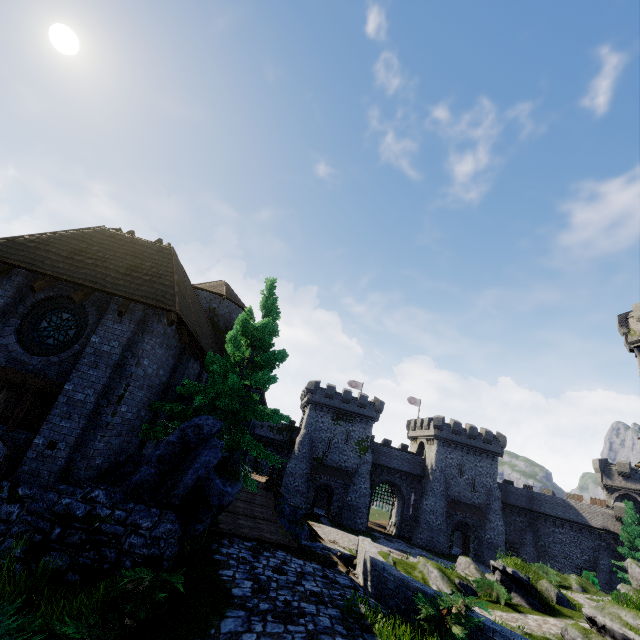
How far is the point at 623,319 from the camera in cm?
3219

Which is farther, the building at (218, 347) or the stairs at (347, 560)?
the stairs at (347, 560)

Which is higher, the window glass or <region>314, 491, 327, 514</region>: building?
the window glass

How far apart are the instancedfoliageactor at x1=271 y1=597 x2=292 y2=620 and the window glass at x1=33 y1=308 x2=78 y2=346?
9.41m

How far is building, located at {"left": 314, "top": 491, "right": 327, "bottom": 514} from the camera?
47.46m

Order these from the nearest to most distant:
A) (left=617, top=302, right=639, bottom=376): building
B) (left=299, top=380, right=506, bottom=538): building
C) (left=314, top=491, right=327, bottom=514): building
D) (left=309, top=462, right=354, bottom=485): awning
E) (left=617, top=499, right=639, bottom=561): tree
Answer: (left=617, top=302, right=639, bottom=376): building, (left=617, top=499, right=639, bottom=561): tree, (left=309, top=462, right=354, bottom=485): awning, (left=299, top=380, right=506, bottom=538): building, (left=314, top=491, right=327, bottom=514): building

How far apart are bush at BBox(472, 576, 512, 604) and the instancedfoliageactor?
15.9m

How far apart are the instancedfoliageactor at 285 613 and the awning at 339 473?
38.8 meters
